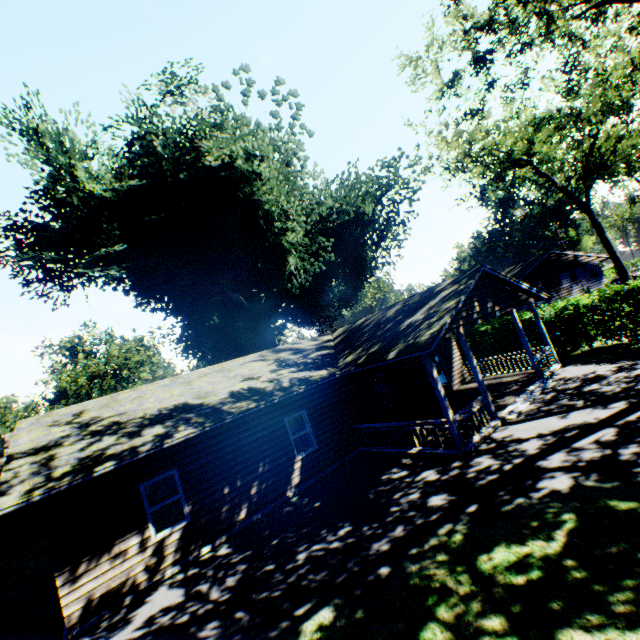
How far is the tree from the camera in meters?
43.0

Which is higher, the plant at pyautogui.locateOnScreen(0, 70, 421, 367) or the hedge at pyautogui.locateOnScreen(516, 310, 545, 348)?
the plant at pyautogui.locateOnScreen(0, 70, 421, 367)

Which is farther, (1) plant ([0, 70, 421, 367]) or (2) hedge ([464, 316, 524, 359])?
(2) hedge ([464, 316, 524, 359])

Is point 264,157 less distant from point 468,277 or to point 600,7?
point 468,277

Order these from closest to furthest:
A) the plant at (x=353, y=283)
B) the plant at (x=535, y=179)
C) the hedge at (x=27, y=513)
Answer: the plant at (x=535, y=179) → the plant at (x=353, y=283) → the hedge at (x=27, y=513)

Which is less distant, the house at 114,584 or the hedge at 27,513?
the house at 114,584

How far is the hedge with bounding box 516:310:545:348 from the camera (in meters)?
19.27

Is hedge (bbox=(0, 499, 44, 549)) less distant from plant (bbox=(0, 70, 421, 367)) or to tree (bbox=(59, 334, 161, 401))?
tree (bbox=(59, 334, 161, 401))
